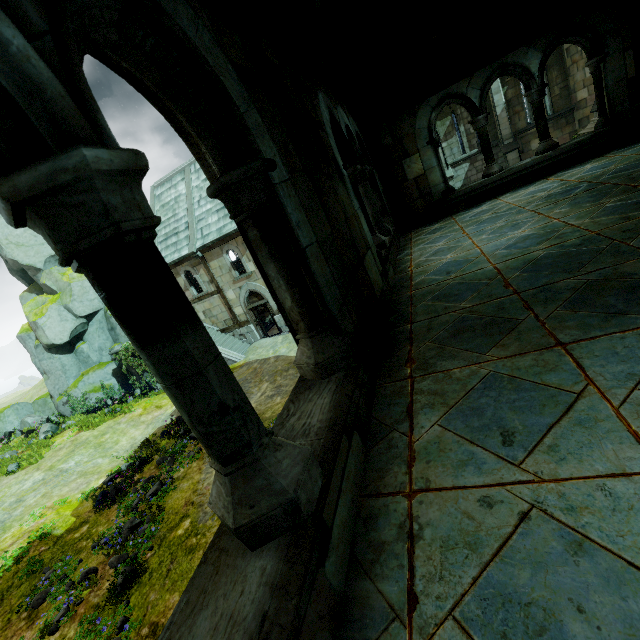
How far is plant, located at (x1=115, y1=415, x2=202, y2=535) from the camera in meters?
10.8 m

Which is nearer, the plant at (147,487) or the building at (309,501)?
the building at (309,501)

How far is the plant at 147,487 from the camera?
10.8 meters

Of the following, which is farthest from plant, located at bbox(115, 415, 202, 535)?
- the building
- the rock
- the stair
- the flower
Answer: the rock

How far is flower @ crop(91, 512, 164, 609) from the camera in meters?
8.2

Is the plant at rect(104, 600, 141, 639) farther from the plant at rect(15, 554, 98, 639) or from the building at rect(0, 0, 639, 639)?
the building at rect(0, 0, 639, 639)

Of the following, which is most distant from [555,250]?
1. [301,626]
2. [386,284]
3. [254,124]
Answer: [301,626]

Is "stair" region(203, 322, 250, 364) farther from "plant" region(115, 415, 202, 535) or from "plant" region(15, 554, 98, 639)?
"plant" region(15, 554, 98, 639)
